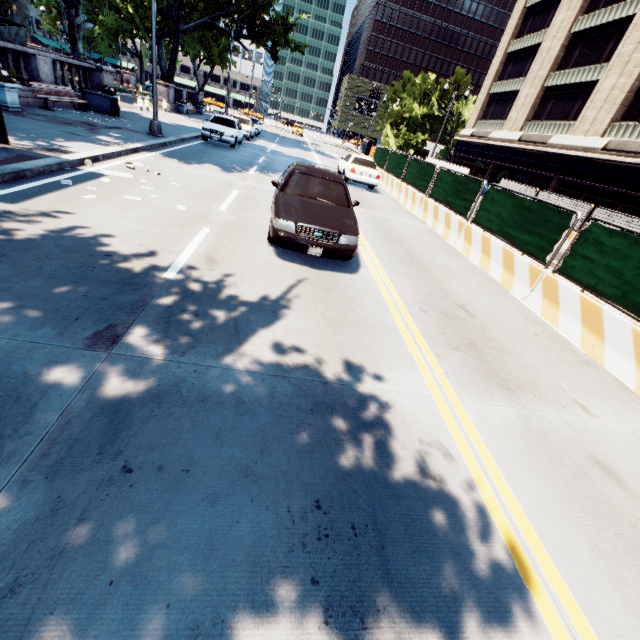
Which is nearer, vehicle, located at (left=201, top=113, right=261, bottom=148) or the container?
the container

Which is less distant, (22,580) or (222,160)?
(22,580)

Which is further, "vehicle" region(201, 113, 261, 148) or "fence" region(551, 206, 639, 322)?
"vehicle" region(201, 113, 261, 148)

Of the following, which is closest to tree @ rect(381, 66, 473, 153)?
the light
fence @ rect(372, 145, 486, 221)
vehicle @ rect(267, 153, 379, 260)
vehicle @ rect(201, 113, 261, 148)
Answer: the light

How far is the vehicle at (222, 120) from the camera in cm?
1791

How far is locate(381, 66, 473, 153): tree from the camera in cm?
5035

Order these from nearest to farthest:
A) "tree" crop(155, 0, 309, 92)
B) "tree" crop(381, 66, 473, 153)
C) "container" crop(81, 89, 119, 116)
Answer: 1. "container" crop(81, 89, 119, 116)
2. "tree" crop(155, 0, 309, 92)
3. "tree" crop(381, 66, 473, 153)

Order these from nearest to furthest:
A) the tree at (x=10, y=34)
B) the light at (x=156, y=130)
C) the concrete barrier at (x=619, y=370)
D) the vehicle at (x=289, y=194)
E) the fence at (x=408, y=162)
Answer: the concrete barrier at (x=619, y=370) → the vehicle at (x=289, y=194) → the fence at (x=408, y=162) → the light at (x=156, y=130) → the tree at (x=10, y=34)
